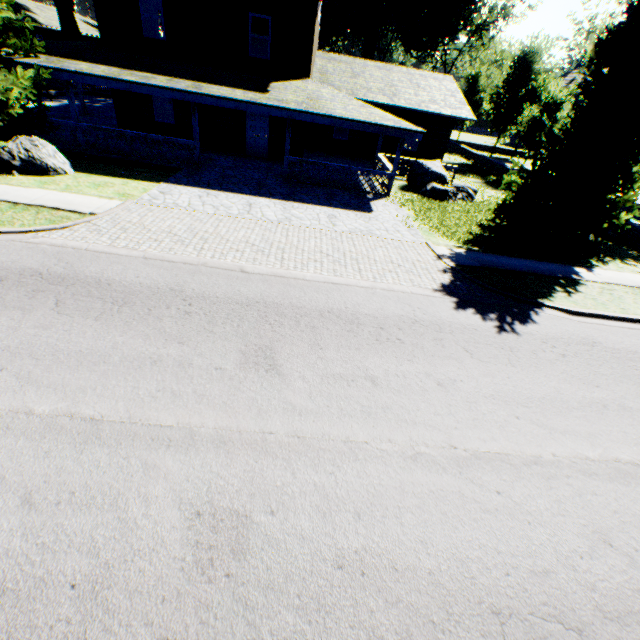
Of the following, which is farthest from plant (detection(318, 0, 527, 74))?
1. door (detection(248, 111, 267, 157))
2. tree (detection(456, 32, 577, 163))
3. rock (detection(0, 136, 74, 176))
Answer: door (detection(248, 111, 267, 157))

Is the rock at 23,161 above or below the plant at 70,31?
below

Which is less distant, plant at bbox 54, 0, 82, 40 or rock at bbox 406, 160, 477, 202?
rock at bbox 406, 160, 477, 202

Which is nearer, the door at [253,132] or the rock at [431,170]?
A: the rock at [431,170]

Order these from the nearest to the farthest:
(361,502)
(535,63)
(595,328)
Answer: (361,502) → (595,328) → (535,63)

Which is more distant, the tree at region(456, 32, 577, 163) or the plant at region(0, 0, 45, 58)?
the tree at region(456, 32, 577, 163)

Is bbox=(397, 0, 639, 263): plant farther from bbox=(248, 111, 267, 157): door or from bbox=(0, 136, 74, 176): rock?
bbox=(248, 111, 267, 157): door

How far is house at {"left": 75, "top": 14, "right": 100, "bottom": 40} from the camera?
43.8 meters
